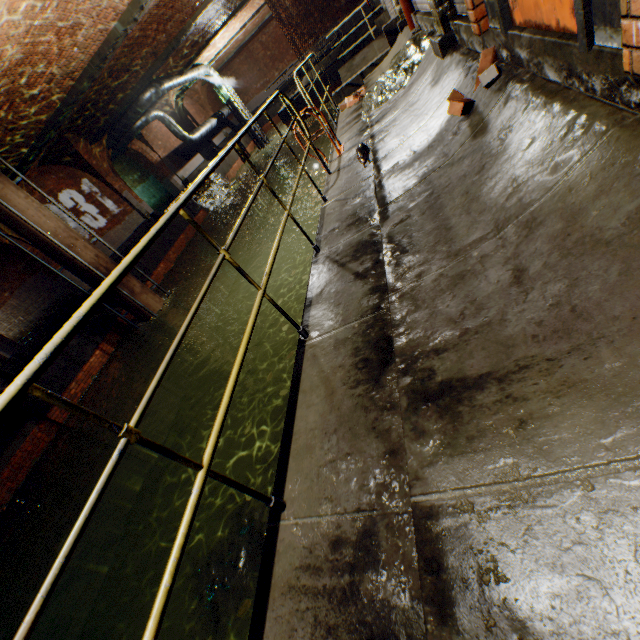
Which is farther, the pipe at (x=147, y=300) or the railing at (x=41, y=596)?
the pipe at (x=147, y=300)

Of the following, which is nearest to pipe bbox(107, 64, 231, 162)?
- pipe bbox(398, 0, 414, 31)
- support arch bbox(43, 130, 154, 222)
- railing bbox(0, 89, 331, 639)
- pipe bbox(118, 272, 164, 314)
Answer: support arch bbox(43, 130, 154, 222)

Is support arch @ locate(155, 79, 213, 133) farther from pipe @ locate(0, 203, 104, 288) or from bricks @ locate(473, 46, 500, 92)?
bricks @ locate(473, 46, 500, 92)

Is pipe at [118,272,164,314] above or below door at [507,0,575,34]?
below

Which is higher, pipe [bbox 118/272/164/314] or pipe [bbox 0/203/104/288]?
pipe [bbox 0/203/104/288]

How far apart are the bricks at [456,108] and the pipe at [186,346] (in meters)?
10.25

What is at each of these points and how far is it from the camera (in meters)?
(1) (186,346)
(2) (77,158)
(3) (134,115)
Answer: (1) pipe, 11.65
(2) support arch, 14.30
(3) pipe, 15.36

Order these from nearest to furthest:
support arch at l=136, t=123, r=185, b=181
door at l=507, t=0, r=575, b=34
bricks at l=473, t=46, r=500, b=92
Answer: door at l=507, t=0, r=575, b=34 → bricks at l=473, t=46, r=500, b=92 → support arch at l=136, t=123, r=185, b=181
